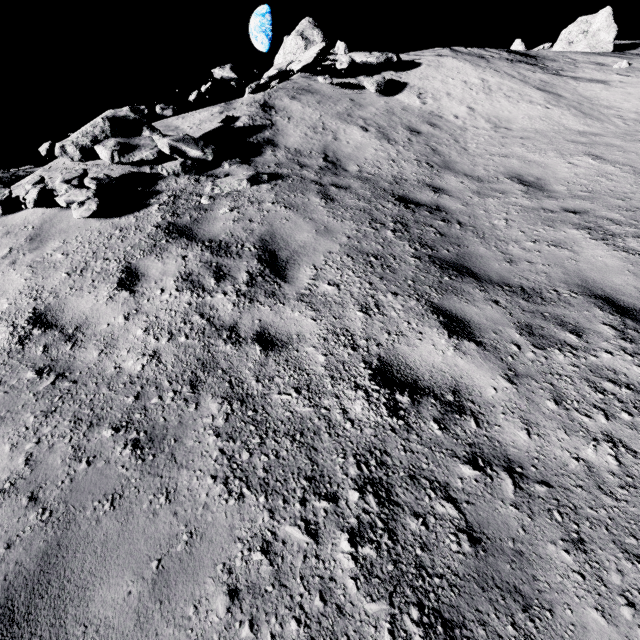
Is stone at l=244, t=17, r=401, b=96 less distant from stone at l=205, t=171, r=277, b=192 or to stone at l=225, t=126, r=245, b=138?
stone at l=225, t=126, r=245, b=138

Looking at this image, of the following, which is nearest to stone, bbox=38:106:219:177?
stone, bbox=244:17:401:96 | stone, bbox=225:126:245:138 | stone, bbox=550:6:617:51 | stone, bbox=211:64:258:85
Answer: stone, bbox=225:126:245:138

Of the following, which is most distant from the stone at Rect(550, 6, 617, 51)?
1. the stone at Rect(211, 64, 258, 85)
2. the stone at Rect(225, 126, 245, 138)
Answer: the stone at Rect(225, 126, 245, 138)

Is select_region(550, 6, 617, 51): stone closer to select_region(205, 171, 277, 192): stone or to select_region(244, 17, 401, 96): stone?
select_region(244, 17, 401, 96): stone

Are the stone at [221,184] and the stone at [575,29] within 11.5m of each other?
no

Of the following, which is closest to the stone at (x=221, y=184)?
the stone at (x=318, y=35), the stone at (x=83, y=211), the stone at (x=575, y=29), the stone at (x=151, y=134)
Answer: the stone at (x=151, y=134)

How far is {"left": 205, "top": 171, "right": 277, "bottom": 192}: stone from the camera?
6.01m

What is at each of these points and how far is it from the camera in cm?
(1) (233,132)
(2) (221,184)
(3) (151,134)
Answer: (1) stone, 805
(2) stone, 606
(3) stone, 684
